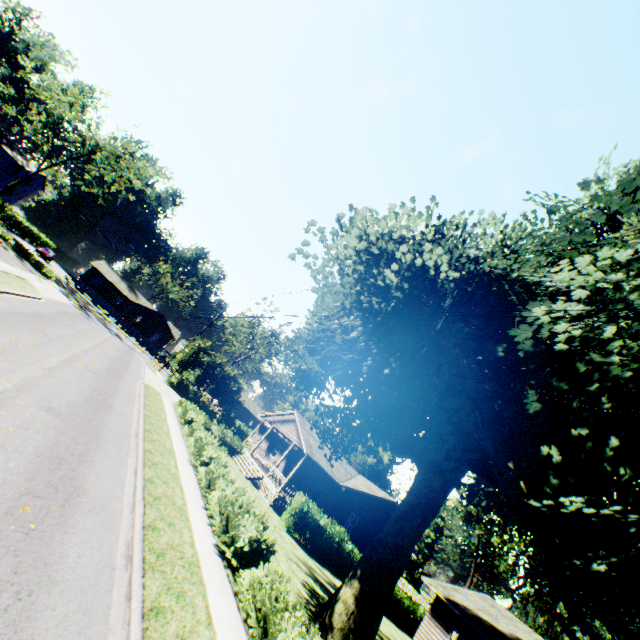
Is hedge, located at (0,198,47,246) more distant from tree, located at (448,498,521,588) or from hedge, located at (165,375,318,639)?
tree, located at (448,498,521,588)

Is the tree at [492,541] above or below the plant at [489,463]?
above

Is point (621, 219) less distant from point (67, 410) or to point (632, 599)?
point (632, 599)

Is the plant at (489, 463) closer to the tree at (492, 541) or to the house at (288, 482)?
the house at (288, 482)

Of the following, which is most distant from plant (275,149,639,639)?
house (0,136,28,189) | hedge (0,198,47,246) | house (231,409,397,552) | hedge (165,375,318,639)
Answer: hedge (0,198,47,246)

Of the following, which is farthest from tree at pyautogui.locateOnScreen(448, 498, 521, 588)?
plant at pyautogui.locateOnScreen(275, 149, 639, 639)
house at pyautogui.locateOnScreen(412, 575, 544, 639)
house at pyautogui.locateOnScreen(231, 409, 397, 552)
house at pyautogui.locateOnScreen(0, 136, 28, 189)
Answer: house at pyautogui.locateOnScreen(0, 136, 28, 189)

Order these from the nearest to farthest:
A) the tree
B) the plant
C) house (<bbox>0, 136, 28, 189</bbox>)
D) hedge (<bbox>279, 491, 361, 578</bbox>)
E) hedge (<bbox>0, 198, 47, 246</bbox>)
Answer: the plant < hedge (<bbox>279, 491, 361, 578</bbox>) < hedge (<bbox>0, 198, 47, 246</bbox>) < the tree < house (<bbox>0, 136, 28, 189</bbox>)

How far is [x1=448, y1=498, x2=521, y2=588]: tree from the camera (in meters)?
45.91
